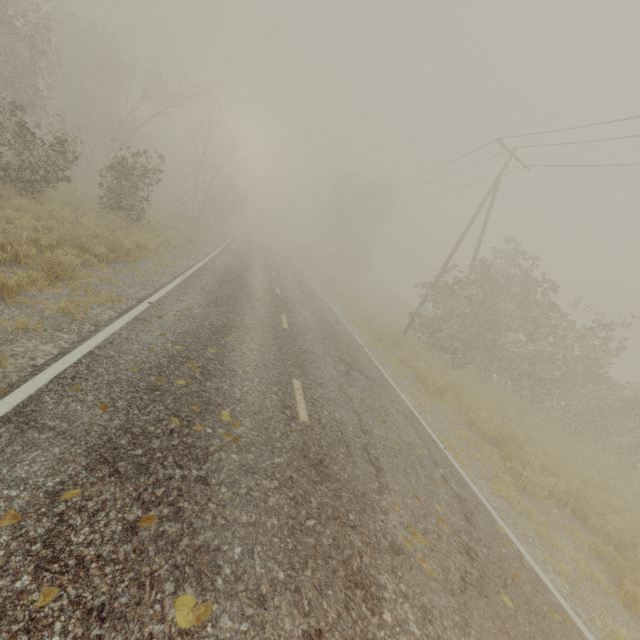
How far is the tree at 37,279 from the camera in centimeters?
614cm

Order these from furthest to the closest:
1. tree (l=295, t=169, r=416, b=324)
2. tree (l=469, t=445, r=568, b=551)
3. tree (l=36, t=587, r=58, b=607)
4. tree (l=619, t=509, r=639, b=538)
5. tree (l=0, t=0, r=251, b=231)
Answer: tree (l=295, t=169, r=416, b=324) → tree (l=0, t=0, r=251, b=231) → tree (l=619, t=509, r=639, b=538) → tree (l=469, t=445, r=568, b=551) → tree (l=36, t=587, r=58, b=607)

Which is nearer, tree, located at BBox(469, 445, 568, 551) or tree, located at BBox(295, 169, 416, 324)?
tree, located at BBox(469, 445, 568, 551)

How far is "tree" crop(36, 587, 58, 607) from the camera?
2.09m

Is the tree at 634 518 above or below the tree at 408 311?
below

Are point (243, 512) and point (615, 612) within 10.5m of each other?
yes
